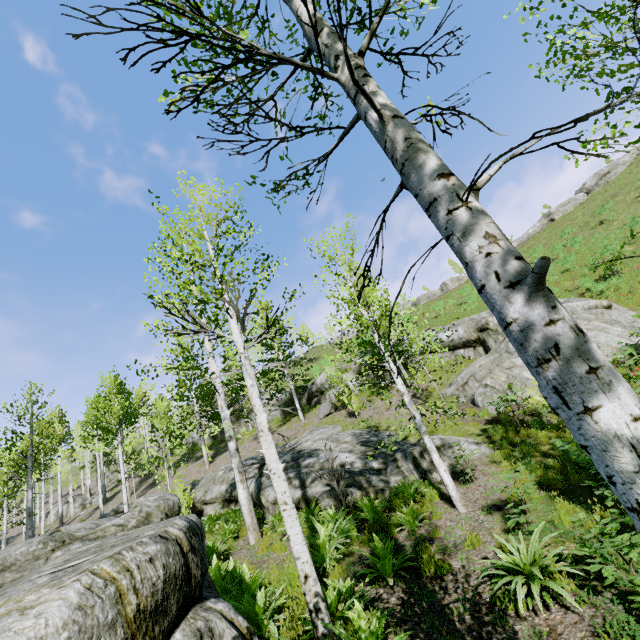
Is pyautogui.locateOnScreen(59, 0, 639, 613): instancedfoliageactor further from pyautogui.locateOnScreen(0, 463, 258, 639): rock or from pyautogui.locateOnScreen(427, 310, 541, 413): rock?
pyautogui.locateOnScreen(427, 310, 541, 413): rock

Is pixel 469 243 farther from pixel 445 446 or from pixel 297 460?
pixel 297 460

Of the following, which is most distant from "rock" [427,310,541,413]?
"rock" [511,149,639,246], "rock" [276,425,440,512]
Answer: "rock" [511,149,639,246]

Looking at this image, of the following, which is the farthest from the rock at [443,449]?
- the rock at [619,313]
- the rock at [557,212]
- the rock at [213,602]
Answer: the rock at [557,212]

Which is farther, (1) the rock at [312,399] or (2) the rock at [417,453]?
(1) the rock at [312,399]

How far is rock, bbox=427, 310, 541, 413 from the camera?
13.40m

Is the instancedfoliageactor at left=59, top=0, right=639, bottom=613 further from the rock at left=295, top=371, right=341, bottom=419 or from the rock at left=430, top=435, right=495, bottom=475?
the rock at left=295, top=371, right=341, bottom=419

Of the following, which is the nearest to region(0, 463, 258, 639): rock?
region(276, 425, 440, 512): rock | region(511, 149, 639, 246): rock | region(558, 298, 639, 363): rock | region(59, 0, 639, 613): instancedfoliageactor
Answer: region(59, 0, 639, 613): instancedfoliageactor
